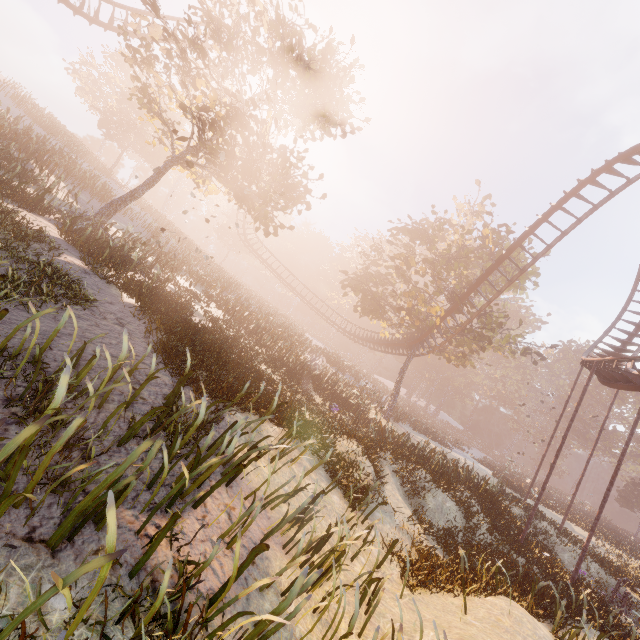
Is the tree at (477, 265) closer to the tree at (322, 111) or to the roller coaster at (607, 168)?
the roller coaster at (607, 168)

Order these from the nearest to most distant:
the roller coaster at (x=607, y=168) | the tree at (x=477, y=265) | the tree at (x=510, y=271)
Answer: the roller coaster at (x=607, y=168)
the tree at (x=477, y=265)
the tree at (x=510, y=271)

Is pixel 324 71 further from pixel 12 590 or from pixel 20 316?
pixel 12 590

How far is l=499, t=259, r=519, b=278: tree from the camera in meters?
25.0 m

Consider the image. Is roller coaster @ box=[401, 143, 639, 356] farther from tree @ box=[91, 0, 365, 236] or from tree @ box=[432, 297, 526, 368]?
tree @ box=[91, 0, 365, 236]

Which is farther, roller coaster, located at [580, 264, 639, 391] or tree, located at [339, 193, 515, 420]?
tree, located at [339, 193, 515, 420]
